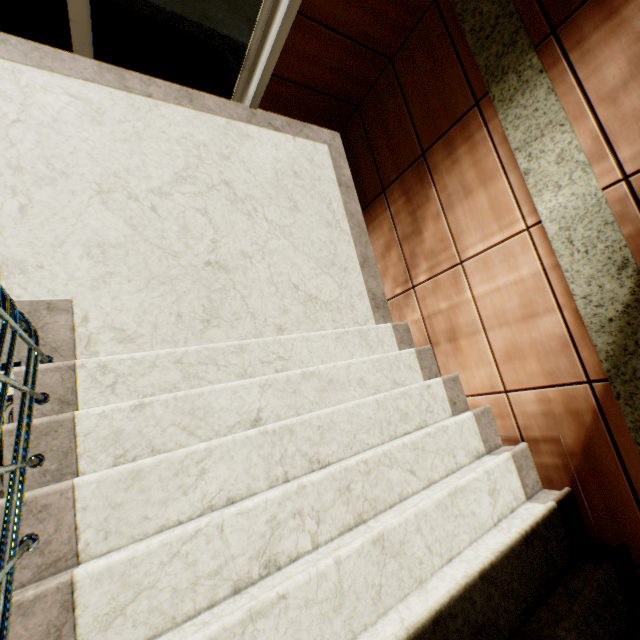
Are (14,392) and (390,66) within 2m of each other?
no
